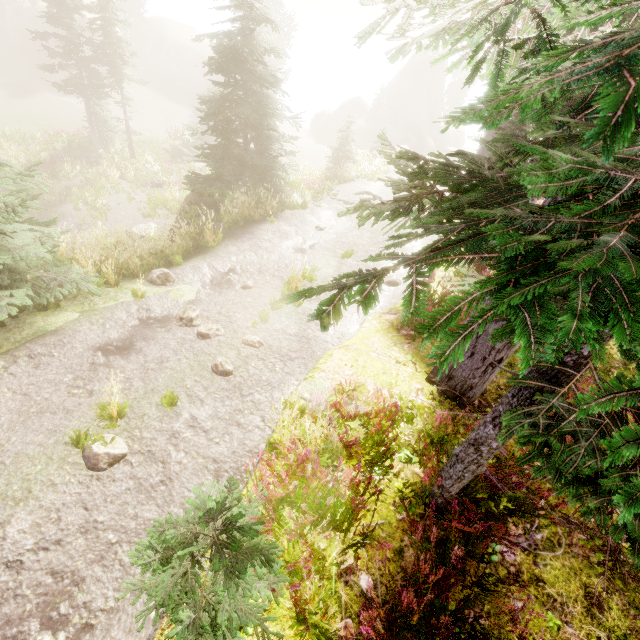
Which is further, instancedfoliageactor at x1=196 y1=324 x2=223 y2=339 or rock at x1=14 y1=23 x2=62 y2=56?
rock at x1=14 y1=23 x2=62 y2=56

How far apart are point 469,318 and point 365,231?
9.6m

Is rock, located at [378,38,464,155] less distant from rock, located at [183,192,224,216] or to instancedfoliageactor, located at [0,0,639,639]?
instancedfoliageactor, located at [0,0,639,639]

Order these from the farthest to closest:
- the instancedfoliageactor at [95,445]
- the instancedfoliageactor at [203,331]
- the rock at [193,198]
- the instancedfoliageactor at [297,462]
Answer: the rock at [193,198]
the instancedfoliageactor at [203,331]
the instancedfoliageactor at [95,445]
the instancedfoliageactor at [297,462]

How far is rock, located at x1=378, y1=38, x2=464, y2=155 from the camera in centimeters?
4478cm

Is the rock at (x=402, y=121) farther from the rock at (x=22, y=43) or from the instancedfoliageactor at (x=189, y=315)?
the rock at (x=22, y=43)

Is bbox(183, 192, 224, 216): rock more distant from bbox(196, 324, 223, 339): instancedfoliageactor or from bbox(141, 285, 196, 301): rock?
→ bbox(141, 285, 196, 301): rock
